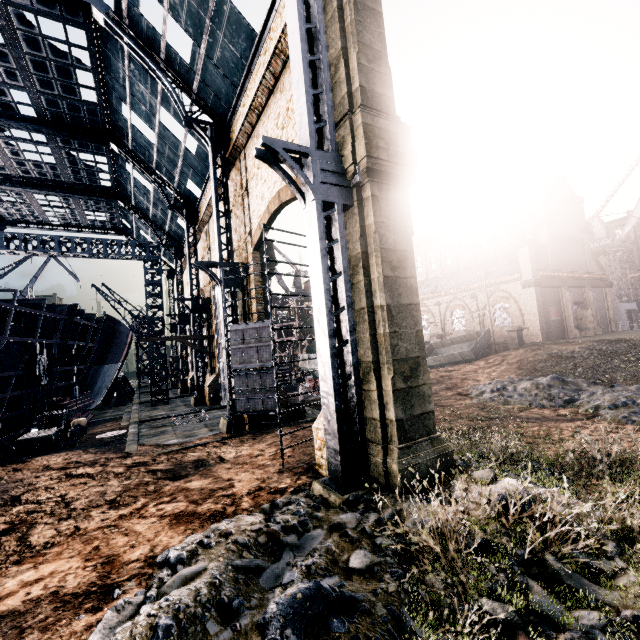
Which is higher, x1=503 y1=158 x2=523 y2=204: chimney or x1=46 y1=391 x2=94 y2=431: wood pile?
x1=503 y1=158 x2=523 y2=204: chimney

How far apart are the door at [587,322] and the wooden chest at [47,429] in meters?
51.0

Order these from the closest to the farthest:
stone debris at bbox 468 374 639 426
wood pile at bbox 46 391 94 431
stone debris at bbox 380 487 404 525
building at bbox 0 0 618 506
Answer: stone debris at bbox 380 487 404 525
building at bbox 0 0 618 506
stone debris at bbox 468 374 639 426
wood pile at bbox 46 391 94 431

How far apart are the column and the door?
12.6 meters

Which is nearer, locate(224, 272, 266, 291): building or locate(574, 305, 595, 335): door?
locate(224, 272, 266, 291): building

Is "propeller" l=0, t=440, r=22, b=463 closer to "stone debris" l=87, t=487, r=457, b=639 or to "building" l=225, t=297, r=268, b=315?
"building" l=225, t=297, r=268, b=315

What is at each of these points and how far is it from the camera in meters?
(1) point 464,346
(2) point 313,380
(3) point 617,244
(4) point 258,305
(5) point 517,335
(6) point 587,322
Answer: (1) rail car container, 36.0 m
(2) rail car, 30.3 m
(3) crane, 58.2 m
(4) building, 18.9 m
(5) column, 31.7 m
(6) door, 38.1 m

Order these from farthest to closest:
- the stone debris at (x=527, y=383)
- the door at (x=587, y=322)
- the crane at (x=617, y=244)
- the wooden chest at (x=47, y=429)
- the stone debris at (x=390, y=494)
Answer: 1. the crane at (x=617, y=244)
2. the door at (x=587, y=322)
3. the wooden chest at (x=47, y=429)
4. the stone debris at (x=527, y=383)
5. the stone debris at (x=390, y=494)
